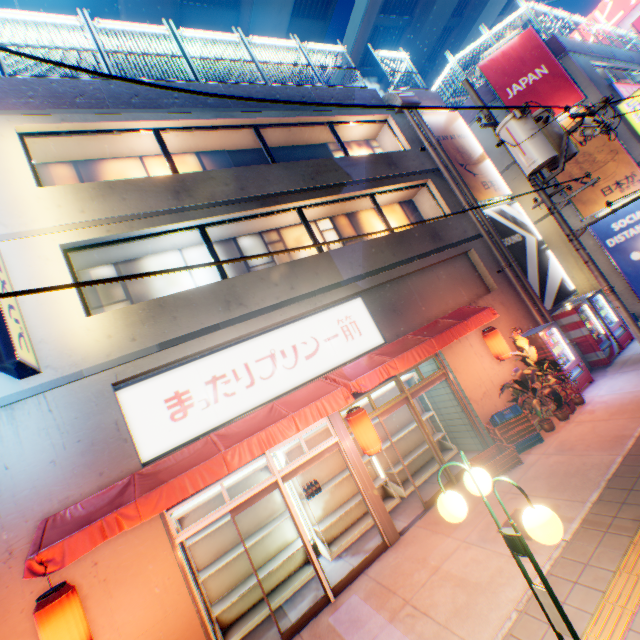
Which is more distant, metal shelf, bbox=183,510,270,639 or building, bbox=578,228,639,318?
building, bbox=578,228,639,318

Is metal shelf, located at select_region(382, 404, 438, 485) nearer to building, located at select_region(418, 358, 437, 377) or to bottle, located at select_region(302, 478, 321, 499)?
building, located at select_region(418, 358, 437, 377)

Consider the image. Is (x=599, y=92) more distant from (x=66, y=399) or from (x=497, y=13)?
(x=66, y=399)

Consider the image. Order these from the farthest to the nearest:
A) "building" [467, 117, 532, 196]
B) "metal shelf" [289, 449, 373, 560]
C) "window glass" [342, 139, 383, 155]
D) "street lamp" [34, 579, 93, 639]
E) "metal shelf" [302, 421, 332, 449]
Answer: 1. "building" [467, 117, 532, 196]
2. "window glass" [342, 139, 383, 155]
3. "metal shelf" [302, 421, 332, 449]
4. "metal shelf" [289, 449, 373, 560]
5. "street lamp" [34, 579, 93, 639]

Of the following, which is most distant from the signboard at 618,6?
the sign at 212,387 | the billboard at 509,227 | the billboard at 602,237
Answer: the sign at 212,387

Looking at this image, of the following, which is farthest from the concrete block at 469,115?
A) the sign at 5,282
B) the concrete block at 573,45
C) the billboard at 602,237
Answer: the sign at 5,282

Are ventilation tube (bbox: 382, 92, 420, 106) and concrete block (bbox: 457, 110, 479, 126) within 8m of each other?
yes

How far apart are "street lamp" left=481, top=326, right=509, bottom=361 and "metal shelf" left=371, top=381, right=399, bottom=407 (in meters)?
2.26
